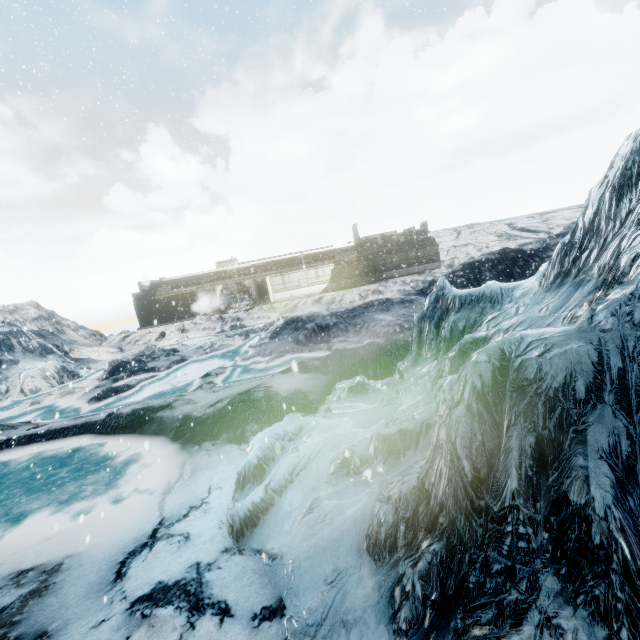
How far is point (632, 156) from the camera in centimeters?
400cm
